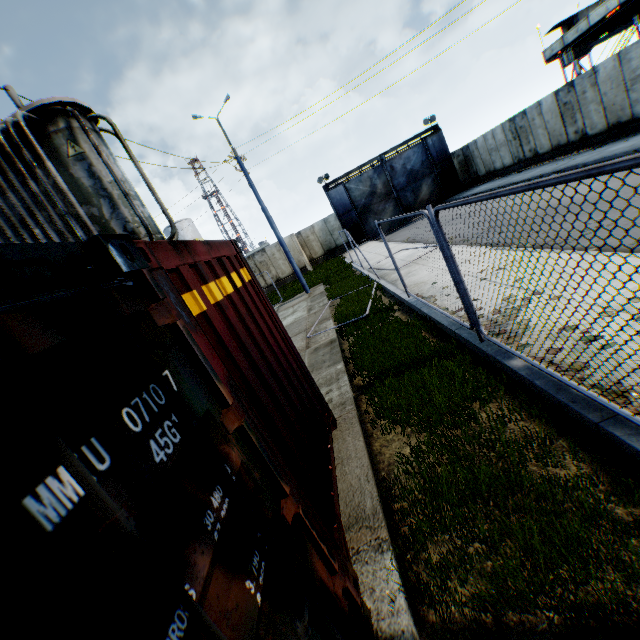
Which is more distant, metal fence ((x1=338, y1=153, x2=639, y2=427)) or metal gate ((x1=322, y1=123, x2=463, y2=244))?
metal gate ((x1=322, y1=123, x2=463, y2=244))

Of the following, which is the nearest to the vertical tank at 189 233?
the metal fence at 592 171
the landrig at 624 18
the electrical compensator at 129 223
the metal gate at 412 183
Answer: the metal gate at 412 183

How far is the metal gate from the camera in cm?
2789

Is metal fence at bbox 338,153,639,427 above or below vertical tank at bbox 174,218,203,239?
below

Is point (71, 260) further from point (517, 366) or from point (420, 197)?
point (420, 197)

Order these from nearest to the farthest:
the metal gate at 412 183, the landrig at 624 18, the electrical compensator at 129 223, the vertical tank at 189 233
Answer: the electrical compensator at 129 223
the landrig at 624 18
the metal gate at 412 183
the vertical tank at 189 233

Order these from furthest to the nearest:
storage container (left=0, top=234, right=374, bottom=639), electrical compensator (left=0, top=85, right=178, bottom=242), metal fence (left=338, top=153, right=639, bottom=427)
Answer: electrical compensator (left=0, top=85, right=178, bottom=242), metal fence (left=338, top=153, right=639, bottom=427), storage container (left=0, top=234, right=374, bottom=639)

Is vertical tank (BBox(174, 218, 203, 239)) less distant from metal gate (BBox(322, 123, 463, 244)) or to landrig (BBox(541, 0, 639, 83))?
metal gate (BBox(322, 123, 463, 244))
